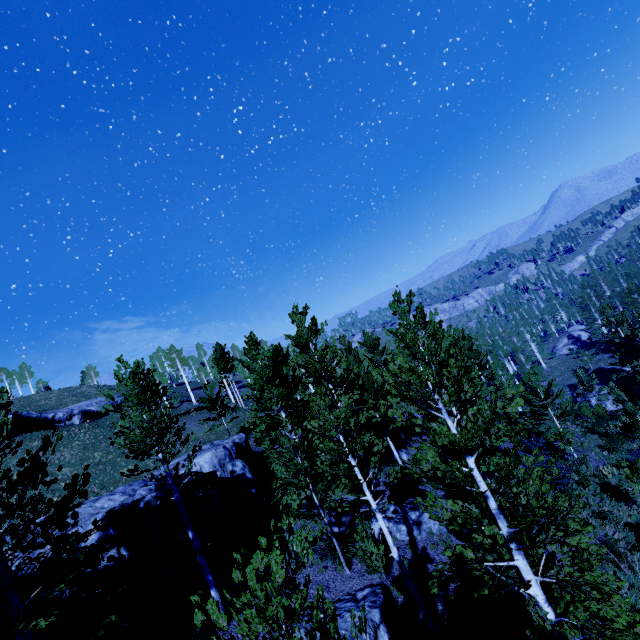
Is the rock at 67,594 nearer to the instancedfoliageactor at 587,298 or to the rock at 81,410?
the instancedfoliageactor at 587,298

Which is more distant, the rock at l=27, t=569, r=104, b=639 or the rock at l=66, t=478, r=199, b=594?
the rock at l=66, t=478, r=199, b=594

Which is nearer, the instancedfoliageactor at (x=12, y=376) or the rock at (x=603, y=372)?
the instancedfoliageactor at (x=12, y=376)

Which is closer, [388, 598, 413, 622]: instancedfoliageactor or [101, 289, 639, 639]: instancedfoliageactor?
[101, 289, 639, 639]: instancedfoliageactor

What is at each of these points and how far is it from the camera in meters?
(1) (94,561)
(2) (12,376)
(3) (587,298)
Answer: (1) instancedfoliageactor, 7.4 m
(2) instancedfoliageactor, 59.9 m
(3) instancedfoliageactor, 54.0 m

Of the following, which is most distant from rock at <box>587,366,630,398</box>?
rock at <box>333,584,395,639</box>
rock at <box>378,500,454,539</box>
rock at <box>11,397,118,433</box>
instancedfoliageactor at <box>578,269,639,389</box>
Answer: rock at <box>11,397,118,433</box>

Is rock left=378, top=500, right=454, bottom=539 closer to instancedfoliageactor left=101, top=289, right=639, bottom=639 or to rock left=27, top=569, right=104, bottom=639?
instancedfoliageactor left=101, top=289, right=639, bottom=639

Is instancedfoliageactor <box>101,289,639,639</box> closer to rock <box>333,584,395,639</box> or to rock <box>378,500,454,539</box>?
rock <box>333,584,395,639</box>
